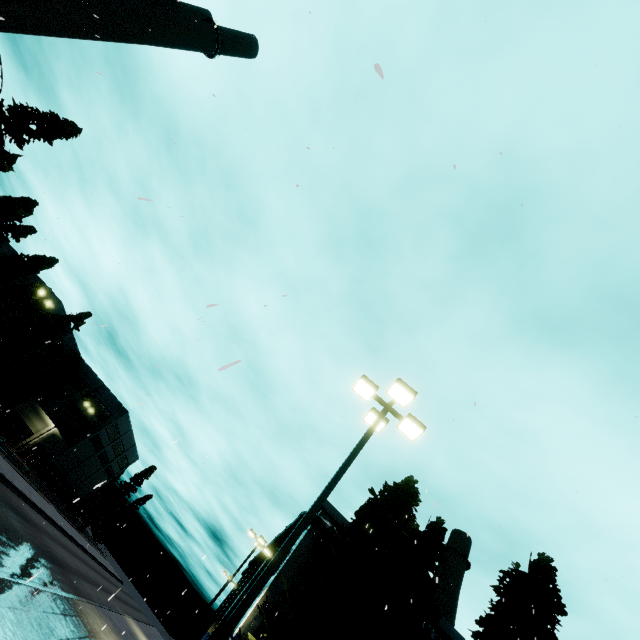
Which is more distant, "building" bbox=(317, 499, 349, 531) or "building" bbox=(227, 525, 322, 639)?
"building" bbox=(317, 499, 349, 531)

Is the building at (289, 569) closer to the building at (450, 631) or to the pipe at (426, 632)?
the building at (450, 631)

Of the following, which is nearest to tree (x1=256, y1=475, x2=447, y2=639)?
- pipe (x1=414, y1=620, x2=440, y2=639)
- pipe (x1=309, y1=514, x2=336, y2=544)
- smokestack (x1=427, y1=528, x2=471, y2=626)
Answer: pipe (x1=309, y1=514, x2=336, y2=544)

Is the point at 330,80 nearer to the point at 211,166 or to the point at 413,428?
the point at 211,166

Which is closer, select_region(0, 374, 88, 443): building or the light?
the light

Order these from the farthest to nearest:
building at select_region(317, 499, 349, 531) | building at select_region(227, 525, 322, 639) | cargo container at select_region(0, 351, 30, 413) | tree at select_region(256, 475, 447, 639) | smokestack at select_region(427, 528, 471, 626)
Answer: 1. smokestack at select_region(427, 528, 471, 626)
2. building at select_region(317, 499, 349, 531)
3. cargo container at select_region(0, 351, 30, 413)
4. building at select_region(227, 525, 322, 639)
5. tree at select_region(256, 475, 447, 639)

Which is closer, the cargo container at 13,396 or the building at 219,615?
the cargo container at 13,396

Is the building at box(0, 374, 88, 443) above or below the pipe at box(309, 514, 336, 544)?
below
